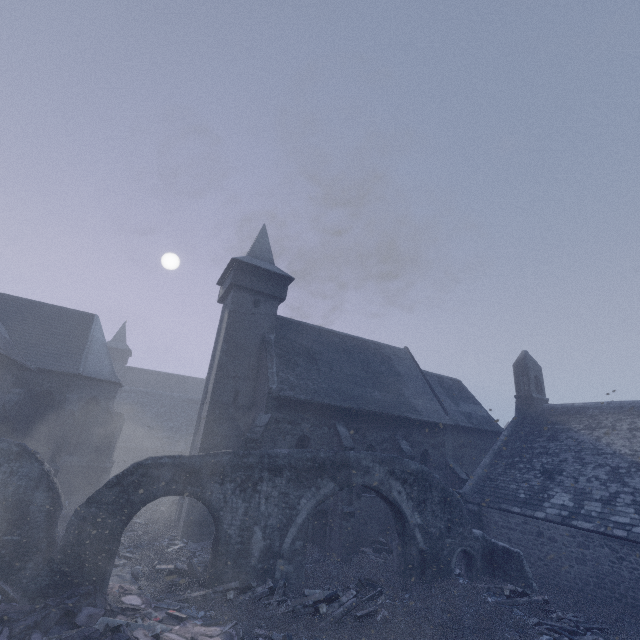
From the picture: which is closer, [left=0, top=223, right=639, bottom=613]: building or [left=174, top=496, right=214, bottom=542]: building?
[left=0, top=223, right=639, bottom=613]: building

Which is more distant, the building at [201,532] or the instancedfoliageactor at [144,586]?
the building at [201,532]

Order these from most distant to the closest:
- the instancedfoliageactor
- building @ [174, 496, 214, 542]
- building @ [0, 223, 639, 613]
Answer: building @ [174, 496, 214, 542]
building @ [0, 223, 639, 613]
the instancedfoliageactor

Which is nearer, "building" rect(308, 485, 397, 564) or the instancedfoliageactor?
the instancedfoliageactor

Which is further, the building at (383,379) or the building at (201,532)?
the building at (201,532)

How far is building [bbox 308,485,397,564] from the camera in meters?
15.2

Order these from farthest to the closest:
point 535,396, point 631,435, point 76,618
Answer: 1. point 535,396
2. point 631,435
3. point 76,618
